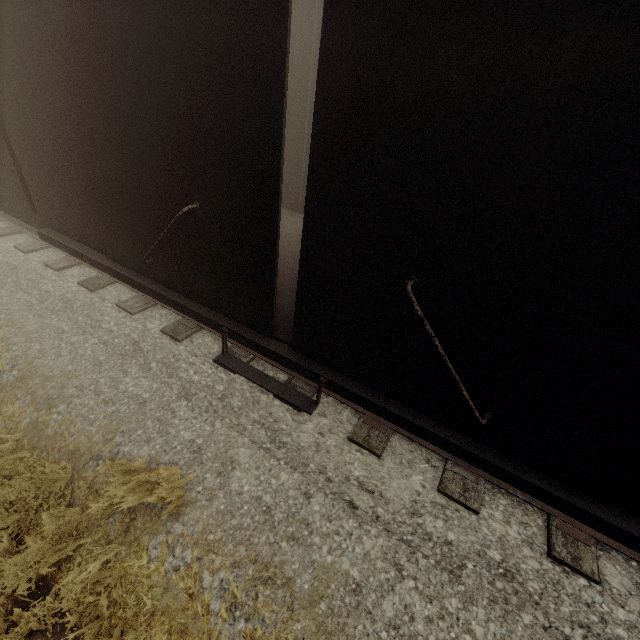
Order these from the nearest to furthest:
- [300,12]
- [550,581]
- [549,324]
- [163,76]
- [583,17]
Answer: [583,17]
[549,324]
[163,76]
[550,581]
[300,12]
